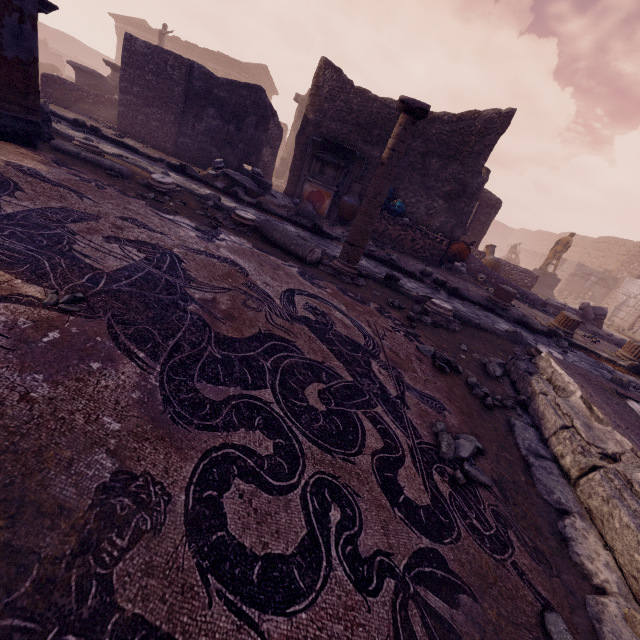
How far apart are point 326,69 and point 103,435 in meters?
11.4 m

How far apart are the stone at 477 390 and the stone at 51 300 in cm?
284

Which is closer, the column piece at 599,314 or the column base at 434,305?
the column base at 434,305

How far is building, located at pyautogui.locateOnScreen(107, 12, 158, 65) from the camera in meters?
32.7 m

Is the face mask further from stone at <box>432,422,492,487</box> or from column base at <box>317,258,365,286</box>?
stone at <box>432,422,492,487</box>

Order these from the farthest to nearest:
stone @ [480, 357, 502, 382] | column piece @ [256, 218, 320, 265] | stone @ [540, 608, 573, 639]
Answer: column piece @ [256, 218, 320, 265], stone @ [480, 357, 502, 382], stone @ [540, 608, 573, 639]

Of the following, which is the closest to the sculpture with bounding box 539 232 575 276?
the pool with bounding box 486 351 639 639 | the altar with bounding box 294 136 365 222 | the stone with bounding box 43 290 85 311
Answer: the altar with bounding box 294 136 365 222

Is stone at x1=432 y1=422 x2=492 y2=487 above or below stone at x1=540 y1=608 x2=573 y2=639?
above
